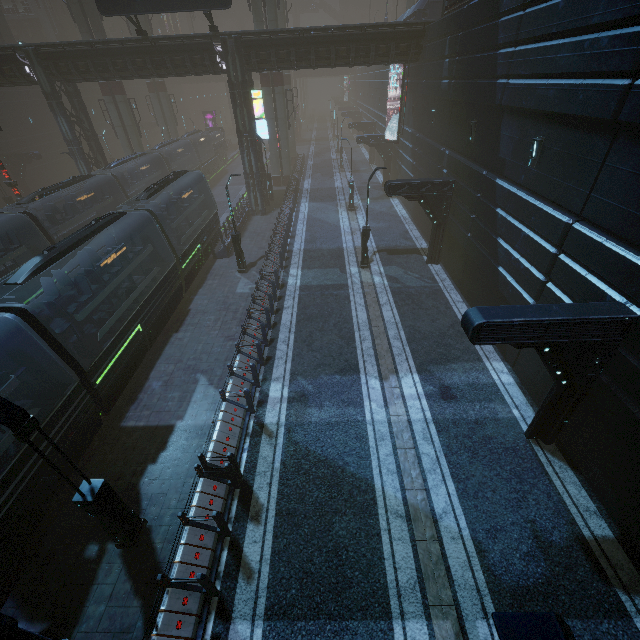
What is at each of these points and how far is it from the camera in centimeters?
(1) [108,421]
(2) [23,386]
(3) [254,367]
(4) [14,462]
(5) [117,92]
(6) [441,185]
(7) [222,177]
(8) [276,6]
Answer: (1) train rail, 1262cm
(2) train, 1024cm
(3) building, 1163cm
(4) train, 789cm
(5) sm, 3102cm
(6) building, 1691cm
(7) train rail, 4588cm
(8) sm, 2738cm

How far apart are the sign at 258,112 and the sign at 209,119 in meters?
39.8 m

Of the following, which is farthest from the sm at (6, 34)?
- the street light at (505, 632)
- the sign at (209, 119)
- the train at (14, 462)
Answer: the street light at (505, 632)

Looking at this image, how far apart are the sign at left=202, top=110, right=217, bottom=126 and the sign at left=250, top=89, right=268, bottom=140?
39.8 meters

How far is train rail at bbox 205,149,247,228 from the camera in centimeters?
3316cm

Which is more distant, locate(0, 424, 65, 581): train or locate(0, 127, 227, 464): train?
locate(0, 127, 227, 464): train

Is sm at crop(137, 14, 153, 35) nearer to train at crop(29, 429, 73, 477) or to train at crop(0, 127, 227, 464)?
train at crop(29, 429, 73, 477)
